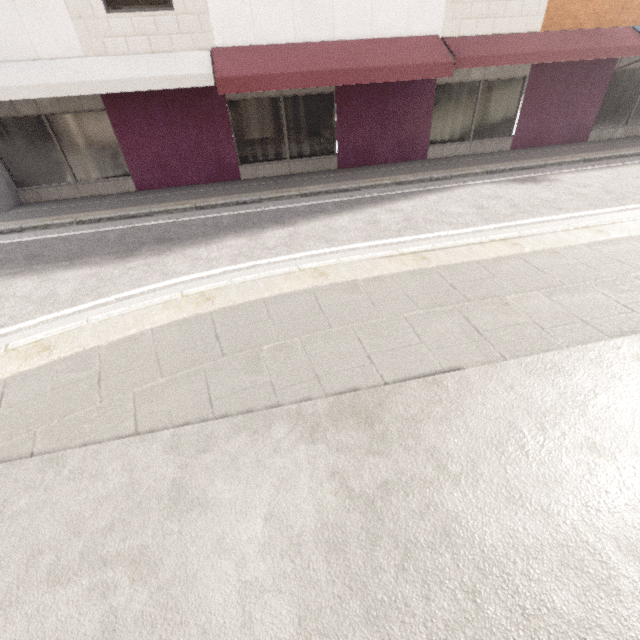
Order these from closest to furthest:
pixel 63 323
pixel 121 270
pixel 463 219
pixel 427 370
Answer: pixel 427 370
pixel 63 323
pixel 121 270
pixel 463 219
